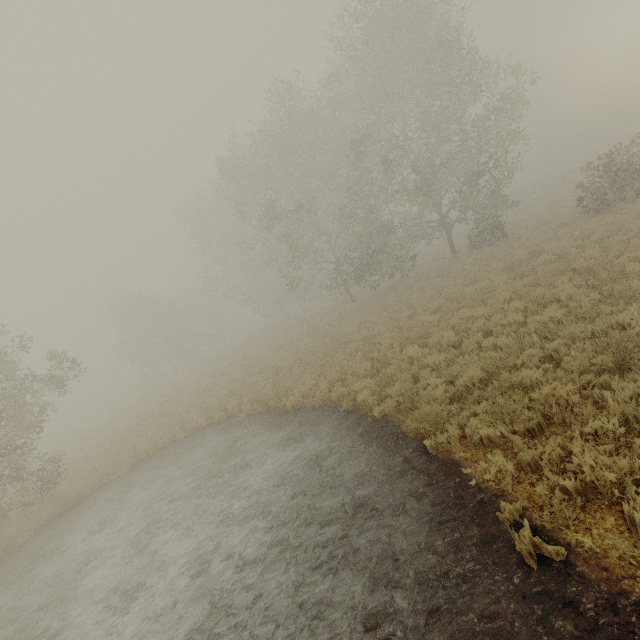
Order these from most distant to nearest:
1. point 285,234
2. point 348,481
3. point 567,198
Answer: point 567,198 < point 285,234 < point 348,481
